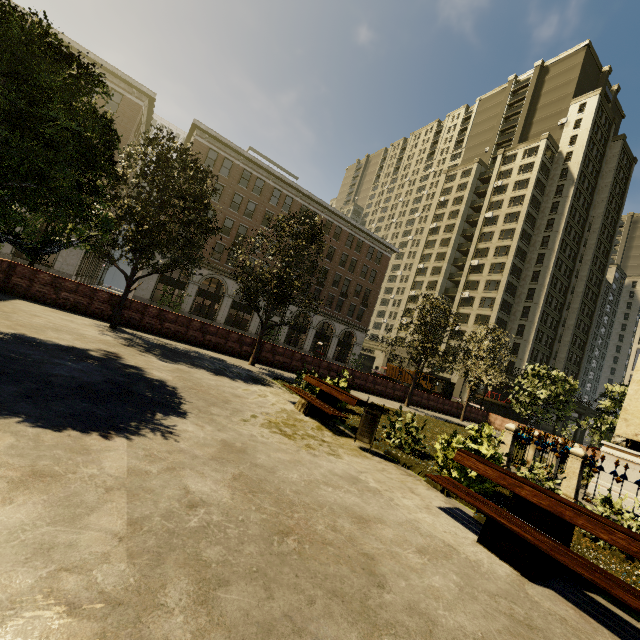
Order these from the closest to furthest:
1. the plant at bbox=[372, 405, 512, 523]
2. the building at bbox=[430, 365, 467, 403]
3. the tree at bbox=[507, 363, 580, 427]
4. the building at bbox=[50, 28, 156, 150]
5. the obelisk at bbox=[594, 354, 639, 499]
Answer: the plant at bbox=[372, 405, 512, 523] < the obelisk at bbox=[594, 354, 639, 499] < the tree at bbox=[507, 363, 580, 427] < the building at bbox=[50, 28, 156, 150] < the building at bbox=[430, 365, 467, 403]

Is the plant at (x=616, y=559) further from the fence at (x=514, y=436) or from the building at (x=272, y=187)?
the building at (x=272, y=187)

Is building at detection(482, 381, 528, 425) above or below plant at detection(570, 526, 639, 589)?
above

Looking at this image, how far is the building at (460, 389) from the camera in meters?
47.2 m

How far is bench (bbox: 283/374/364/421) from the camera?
8.1m

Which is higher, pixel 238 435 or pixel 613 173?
pixel 613 173

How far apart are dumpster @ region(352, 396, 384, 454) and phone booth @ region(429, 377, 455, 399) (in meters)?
21.70

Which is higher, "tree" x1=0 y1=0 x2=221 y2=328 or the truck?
"tree" x1=0 y1=0 x2=221 y2=328
